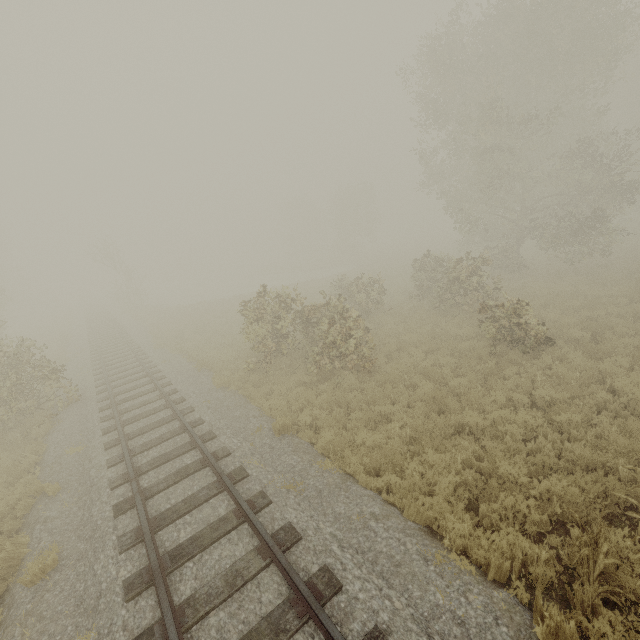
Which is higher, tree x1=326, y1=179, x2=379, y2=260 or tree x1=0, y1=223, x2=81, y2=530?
tree x1=326, y1=179, x2=379, y2=260

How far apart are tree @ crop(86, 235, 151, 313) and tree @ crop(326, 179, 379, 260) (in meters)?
31.32

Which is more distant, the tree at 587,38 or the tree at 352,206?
the tree at 352,206

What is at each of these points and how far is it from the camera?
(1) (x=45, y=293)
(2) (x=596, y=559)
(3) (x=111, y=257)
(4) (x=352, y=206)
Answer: (1) tree, 59.38m
(2) tree, 4.18m
(3) tree, 34.31m
(4) tree, 47.09m

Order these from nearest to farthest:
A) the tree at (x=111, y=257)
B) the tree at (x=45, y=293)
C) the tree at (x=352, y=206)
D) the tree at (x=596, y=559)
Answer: the tree at (x=596, y=559)
the tree at (x=45, y=293)
the tree at (x=111, y=257)
the tree at (x=352, y=206)

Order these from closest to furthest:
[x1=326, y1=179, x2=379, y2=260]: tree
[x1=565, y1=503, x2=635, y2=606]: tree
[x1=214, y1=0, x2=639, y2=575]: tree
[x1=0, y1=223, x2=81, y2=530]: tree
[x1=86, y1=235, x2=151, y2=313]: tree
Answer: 1. [x1=565, y1=503, x2=635, y2=606]: tree
2. [x1=214, y1=0, x2=639, y2=575]: tree
3. [x1=0, y1=223, x2=81, y2=530]: tree
4. [x1=86, y1=235, x2=151, y2=313]: tree
5. [x1=326, y1=179, x2=379, y2=260]: tree

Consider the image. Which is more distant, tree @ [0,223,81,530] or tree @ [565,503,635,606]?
tree @ [0,223,81,530]

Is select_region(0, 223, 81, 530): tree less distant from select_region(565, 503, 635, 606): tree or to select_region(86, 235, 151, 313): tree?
Answer: select_region(565, 503, 635, 606): tree
